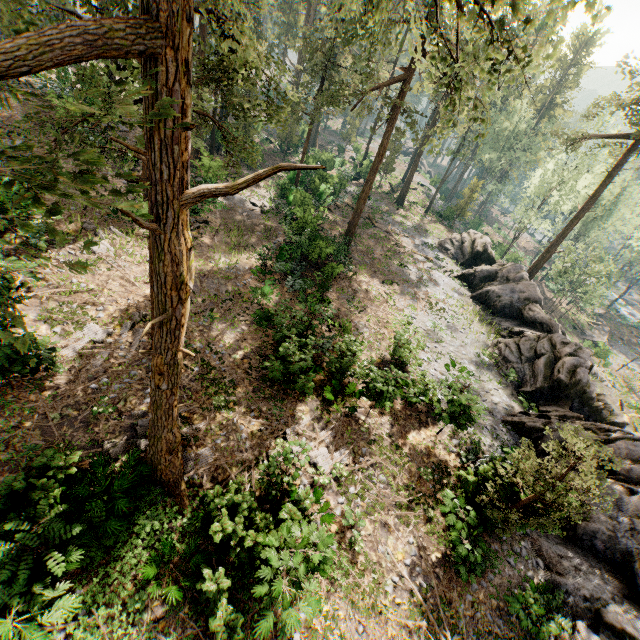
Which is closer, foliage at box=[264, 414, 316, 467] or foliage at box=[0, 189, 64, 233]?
foliage at box=[0, 189, 64, 233]

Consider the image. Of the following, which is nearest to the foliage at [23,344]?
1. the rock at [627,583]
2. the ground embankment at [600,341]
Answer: the rock at [627,583]

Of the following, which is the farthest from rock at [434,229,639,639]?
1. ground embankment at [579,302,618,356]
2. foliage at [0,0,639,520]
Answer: ground embankment at [579,302,618,356]

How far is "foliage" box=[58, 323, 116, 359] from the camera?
12.6 meters

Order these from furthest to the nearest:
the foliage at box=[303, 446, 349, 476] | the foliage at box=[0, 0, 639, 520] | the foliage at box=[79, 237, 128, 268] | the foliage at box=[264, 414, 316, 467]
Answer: the foliage at box=[303, 446, 349, 476] < the foliage at box=[264, 414, 316, 467] < the foliage at box=[0, 0, 639, 520] < the foliage at box=[79, 237, 128, 268]

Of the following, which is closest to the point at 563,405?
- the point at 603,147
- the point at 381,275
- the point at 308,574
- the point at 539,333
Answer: the point at 539,333

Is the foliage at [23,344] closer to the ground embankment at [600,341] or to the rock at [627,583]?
the rock at [627,583]
